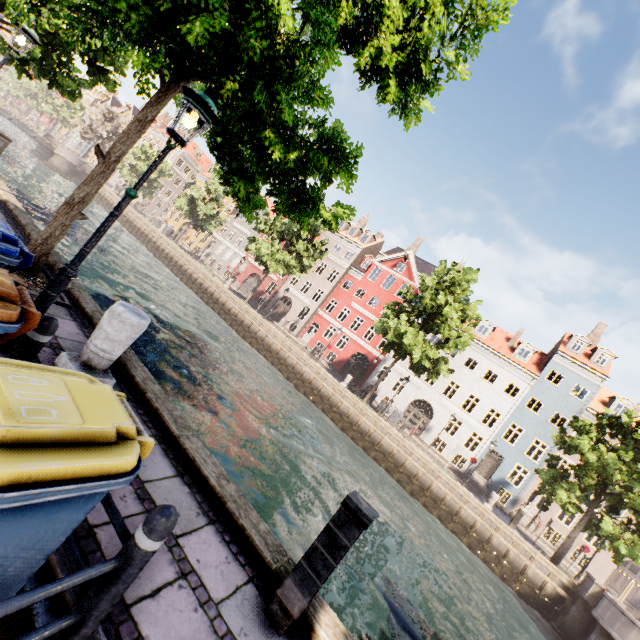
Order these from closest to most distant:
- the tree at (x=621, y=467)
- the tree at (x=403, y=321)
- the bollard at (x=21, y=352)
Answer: the bollard at (x=21, y=352) < the tree at (x=621, y=467) < the tree at (x=403, y=321)

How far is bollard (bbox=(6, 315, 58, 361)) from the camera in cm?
261

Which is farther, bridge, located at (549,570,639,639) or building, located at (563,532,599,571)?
building, located at (563,532,599,571)

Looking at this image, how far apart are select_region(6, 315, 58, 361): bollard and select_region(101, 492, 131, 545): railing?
0.06m

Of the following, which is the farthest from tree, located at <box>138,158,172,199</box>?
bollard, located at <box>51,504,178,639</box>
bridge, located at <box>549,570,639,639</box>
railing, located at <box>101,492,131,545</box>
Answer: bollard, located at <box>51,504,178,639</box>

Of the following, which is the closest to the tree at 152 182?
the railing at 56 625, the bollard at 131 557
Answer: the bollard at 131 557

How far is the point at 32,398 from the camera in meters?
1.5 m

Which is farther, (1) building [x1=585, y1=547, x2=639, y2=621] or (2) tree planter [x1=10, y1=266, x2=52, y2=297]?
(1) building [x1=585, y1=547, x2=639, y2=621]
